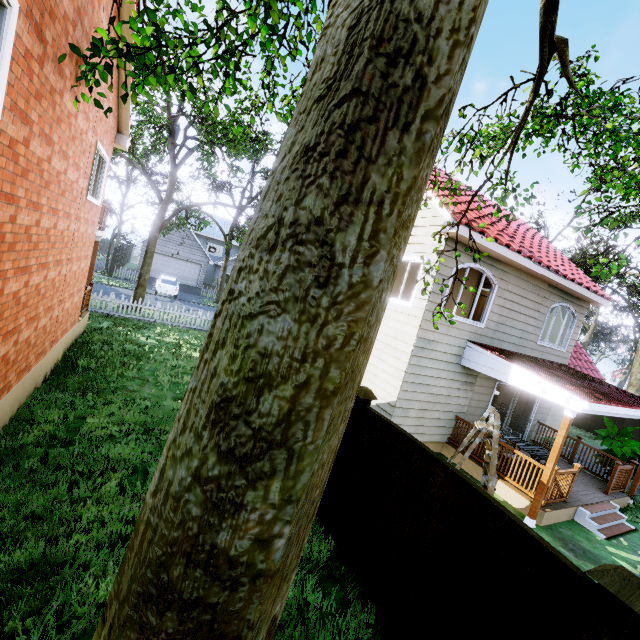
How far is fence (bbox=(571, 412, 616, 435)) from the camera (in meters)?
17.86

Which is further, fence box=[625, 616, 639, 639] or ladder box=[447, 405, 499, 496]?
ladder box=[447, 405, 499, 496]

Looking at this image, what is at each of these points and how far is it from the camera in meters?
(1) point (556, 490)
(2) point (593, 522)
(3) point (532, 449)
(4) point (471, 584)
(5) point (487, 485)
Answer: (1) wooden rail, 7.8 m
(2) stairs, 7.9 m
(3) table, 9.1 m
(4) fence, 3.2 m
(5) ladder, 7.3 m

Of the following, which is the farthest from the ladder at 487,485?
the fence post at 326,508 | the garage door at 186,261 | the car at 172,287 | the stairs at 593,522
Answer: the garage door at 186,261

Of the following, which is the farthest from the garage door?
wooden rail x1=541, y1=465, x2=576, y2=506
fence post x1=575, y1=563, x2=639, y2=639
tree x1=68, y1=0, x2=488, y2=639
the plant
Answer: fence post x1=575, y1=563, x2=639, y2=639

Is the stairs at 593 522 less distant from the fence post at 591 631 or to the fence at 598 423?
the fence at 598 423

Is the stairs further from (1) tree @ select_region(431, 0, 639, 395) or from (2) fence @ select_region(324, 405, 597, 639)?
(2) fence @ select_region(324, 405, 597, 639)

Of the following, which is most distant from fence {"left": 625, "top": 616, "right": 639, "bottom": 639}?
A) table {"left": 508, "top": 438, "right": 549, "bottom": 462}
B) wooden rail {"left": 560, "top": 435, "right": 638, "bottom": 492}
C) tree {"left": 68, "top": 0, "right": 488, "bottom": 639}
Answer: table {"left": 508, "top": 438, "right": 549, "bottom": 462}
